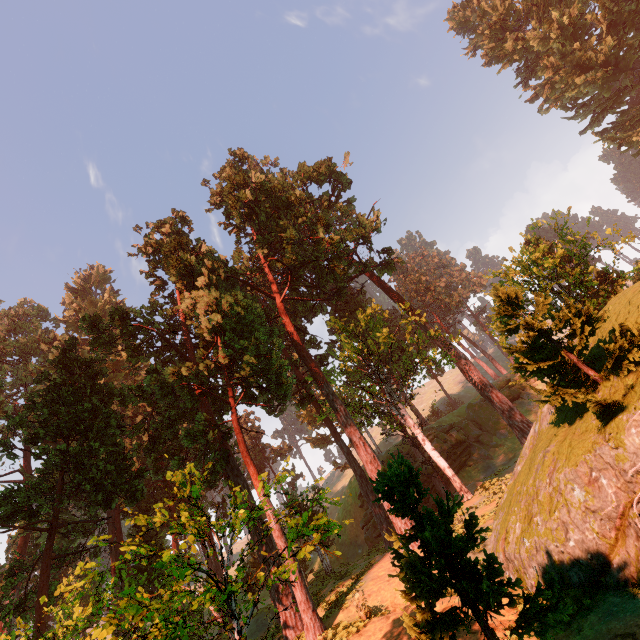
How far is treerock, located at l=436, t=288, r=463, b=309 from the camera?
56.41m

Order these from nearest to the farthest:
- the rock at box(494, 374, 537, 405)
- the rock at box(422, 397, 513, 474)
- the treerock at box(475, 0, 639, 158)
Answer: the rock at box(422, 397, 513, 474) → the rock at box(494, 374, 537, 405) → the treerock at box(475, 0, 639, 158)

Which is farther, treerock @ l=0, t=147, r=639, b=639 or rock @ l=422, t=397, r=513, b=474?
rock @ l=422, t=397, r=513, b=474

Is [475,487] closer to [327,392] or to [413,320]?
[327,392]

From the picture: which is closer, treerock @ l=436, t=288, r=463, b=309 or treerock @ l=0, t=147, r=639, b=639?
treerock @ l=0, t=147, r=639, b=639

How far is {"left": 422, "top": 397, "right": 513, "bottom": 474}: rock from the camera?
35.7m

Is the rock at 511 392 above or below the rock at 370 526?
above

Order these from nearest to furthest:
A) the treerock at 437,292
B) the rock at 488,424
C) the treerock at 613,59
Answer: the rock at 488,424 → the treerock at 613,59 → the treerock at 437,292
